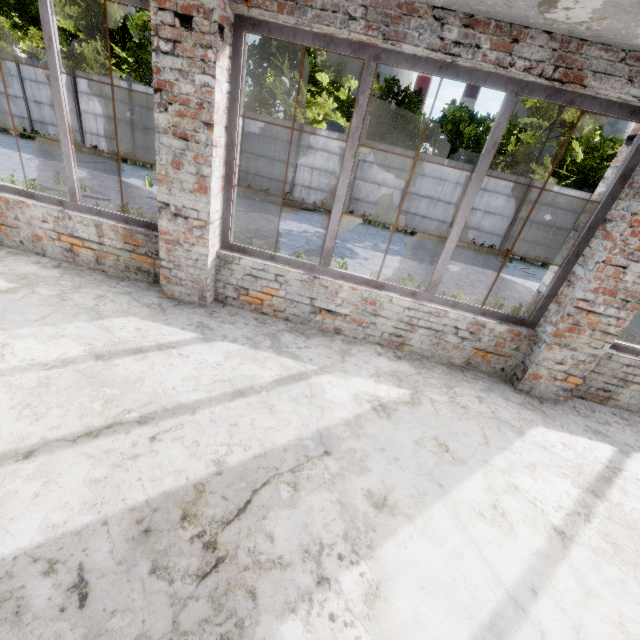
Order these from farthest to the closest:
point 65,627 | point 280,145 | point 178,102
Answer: point 280,145 < point 178,102 < point 65,627
